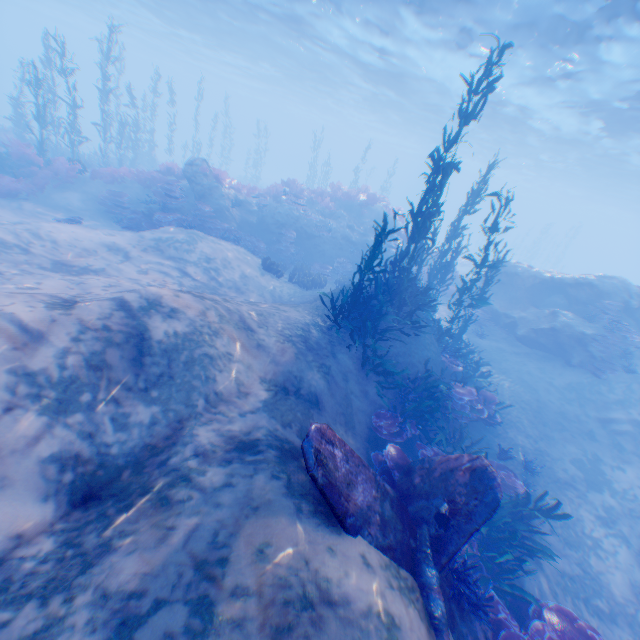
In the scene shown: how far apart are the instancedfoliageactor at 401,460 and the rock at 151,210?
13.09m

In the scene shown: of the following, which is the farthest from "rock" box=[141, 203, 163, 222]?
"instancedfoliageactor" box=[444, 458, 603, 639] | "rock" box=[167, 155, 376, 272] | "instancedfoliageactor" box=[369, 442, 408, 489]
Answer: "instancedfoliageactor" box=[444, 458, 603, 639]

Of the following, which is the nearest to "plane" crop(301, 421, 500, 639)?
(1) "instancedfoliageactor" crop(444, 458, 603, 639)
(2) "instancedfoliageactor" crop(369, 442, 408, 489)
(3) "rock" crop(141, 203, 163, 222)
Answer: (2) "instancedfoliageactor" crop(369, 442, 408, 489)

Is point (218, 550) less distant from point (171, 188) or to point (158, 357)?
point (158, 357)

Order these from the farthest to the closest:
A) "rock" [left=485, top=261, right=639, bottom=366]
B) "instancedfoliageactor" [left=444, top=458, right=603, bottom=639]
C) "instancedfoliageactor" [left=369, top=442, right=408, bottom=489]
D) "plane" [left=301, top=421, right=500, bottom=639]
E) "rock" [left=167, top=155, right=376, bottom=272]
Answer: "rock" [left=167, top=155, right=376, bottom=272] → "rock" [left=485, top=261, right=639, bottom=366] → "instancedfoliageactor" [left=369, top=442, right=408, bottom=489] → "instancedfoliageactor" [left=444, top=458, right=603, bottom=639] → "plane" [left=301, top=421, right=500, bottom=639]

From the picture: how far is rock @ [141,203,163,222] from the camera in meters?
13.9

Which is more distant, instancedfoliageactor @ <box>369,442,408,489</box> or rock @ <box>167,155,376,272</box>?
rock @ <box>167,155,376,272</box>

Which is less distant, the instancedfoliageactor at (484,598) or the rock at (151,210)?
the instancedfoliageactor at (484,598)
